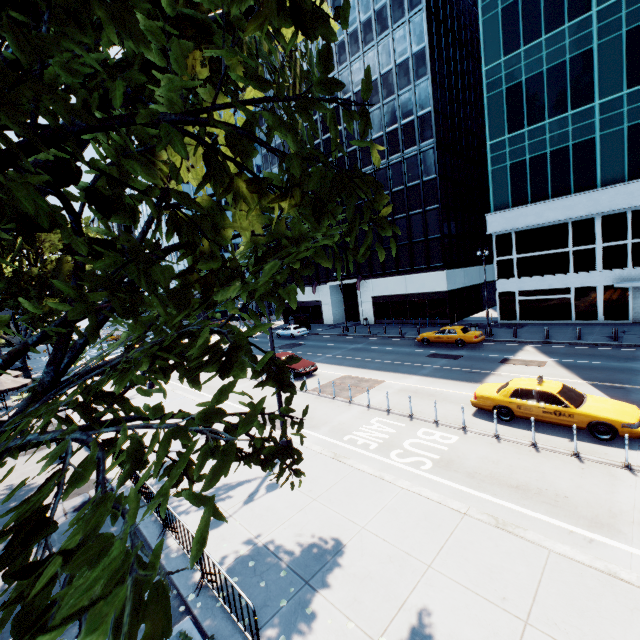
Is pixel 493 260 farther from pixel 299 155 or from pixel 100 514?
pixel 100 514

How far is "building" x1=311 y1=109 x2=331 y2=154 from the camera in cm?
4338

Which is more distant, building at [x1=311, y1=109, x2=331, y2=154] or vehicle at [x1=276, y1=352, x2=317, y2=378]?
building at [x1=311, y1=109, x2=331, y2=154]

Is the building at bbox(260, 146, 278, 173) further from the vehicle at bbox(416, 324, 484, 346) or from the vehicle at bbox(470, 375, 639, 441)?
the vehicle at bbox(470, 375, 639, 441)

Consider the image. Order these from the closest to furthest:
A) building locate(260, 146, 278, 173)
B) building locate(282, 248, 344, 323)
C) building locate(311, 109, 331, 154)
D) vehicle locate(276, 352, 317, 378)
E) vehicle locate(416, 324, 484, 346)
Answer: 1. vehicle locate(276, 352, 317, 378)
2. vehicle locate(416, 324, 484, 346)
3. building locate(311, 109, 331, 154)
4. building locate(282, 248, 344, 323)
5. building locate(260, 146, 278, 173)

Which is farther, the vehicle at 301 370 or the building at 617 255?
the building at 617 255

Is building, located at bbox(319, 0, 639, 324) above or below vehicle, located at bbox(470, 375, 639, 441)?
above

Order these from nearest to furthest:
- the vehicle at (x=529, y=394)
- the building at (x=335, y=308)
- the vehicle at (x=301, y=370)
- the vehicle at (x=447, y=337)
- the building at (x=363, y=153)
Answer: the vehicle at (x=529, y=394) → the vehicle at (x=301, y=370) → the vehicle at (x=447, y=337) → the building at (x=363, y=153) → the building at (x=335, y=308)
